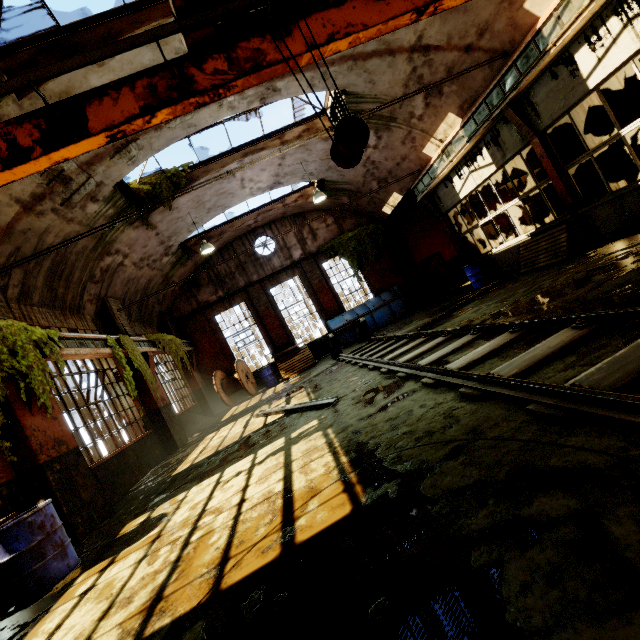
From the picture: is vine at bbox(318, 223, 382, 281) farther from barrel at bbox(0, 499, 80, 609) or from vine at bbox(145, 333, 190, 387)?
barrel at bbox(0, 499, 80, 609)

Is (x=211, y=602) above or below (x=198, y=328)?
below

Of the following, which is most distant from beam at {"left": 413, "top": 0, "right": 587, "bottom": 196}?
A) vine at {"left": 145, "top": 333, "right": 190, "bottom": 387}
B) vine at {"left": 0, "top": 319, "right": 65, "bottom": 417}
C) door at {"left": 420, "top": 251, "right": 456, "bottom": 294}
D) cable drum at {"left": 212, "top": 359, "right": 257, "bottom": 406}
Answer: vine at {"left": 145, "top": 333, "right": 190, "bottom": 387}

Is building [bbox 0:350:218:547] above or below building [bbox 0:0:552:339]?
below

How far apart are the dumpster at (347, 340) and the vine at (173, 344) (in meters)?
6.47

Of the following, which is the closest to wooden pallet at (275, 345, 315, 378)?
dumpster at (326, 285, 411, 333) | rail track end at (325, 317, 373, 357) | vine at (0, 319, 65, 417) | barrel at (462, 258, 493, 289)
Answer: dumpster at (326, 285, 411, 333)

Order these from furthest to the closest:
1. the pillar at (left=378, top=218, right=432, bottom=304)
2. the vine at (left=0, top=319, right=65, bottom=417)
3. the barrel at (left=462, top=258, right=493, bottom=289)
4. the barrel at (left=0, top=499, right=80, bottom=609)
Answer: the pillar at (left=378, top=218, right=432, bottom=304), the barrel at (left=462, top=258, right=493, bottom=289), the vine at (left=0, top=319, right=65, bottom=417), the barrel at (left=0, top=499, right=80, bottom=609)

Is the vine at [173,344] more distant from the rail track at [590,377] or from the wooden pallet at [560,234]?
the wooden pallet at [560,234]
